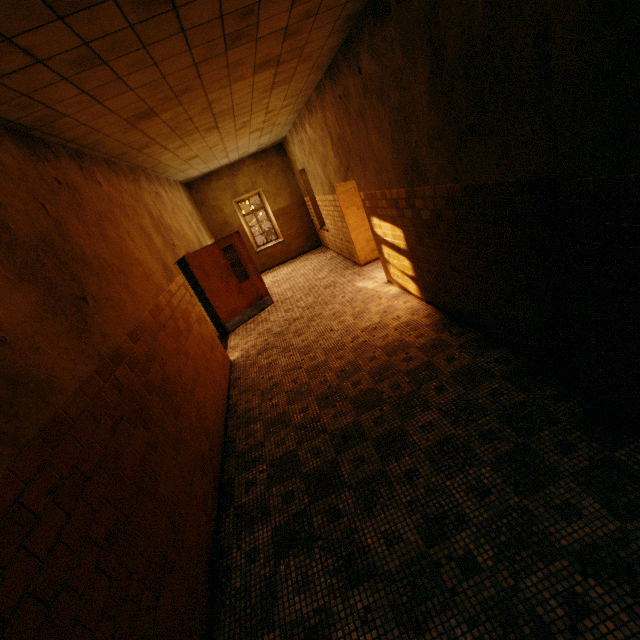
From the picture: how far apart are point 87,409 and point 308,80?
5.8m

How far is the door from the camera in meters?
7.5

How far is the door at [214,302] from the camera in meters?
7.5
